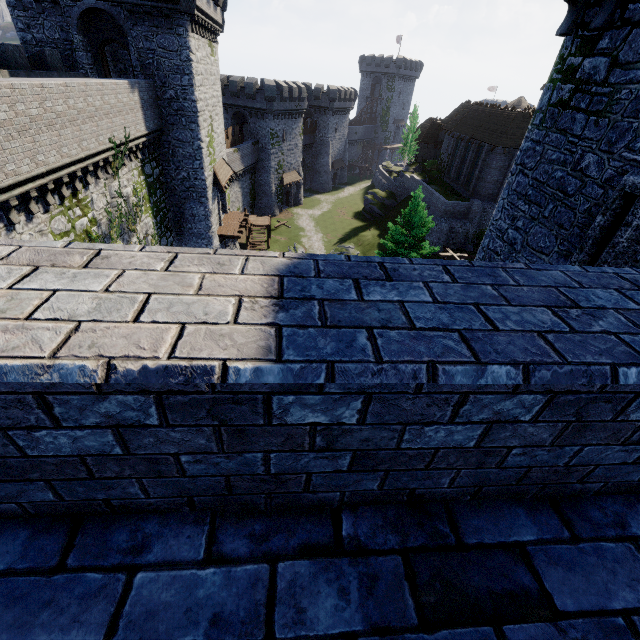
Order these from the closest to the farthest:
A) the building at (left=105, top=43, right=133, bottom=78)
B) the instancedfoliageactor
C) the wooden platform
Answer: the instancedfoliageactor → the building at (left=105, top=43, right=133, bottom=78) → the wooden platform

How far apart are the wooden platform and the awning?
3.09m

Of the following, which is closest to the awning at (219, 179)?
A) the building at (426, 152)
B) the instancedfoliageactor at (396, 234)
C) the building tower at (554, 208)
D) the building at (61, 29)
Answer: the building at (61, 29)

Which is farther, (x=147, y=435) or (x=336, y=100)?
(x=336, y=100)

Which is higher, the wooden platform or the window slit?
the window slit

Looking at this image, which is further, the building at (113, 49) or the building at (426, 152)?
the building at (426, 152)

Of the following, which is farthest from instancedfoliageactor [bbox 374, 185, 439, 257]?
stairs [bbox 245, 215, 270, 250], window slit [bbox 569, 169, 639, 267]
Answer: window slit [bbox 569, 169, 639, 267]

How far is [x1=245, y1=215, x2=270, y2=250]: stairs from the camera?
36.2 meters
